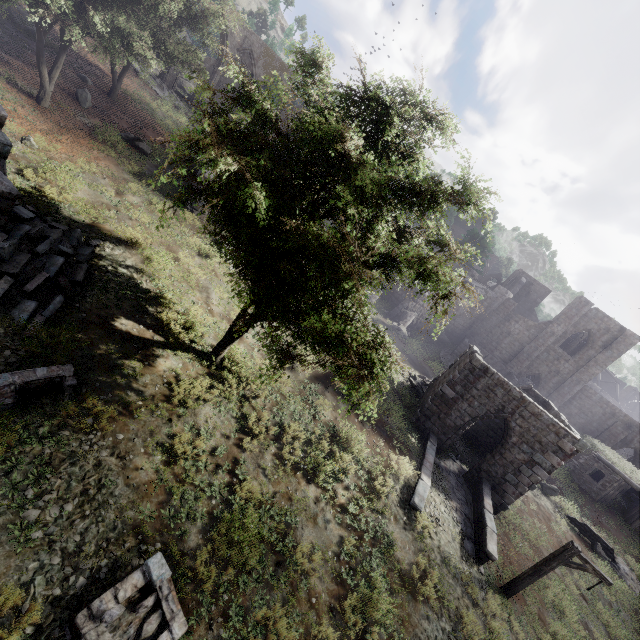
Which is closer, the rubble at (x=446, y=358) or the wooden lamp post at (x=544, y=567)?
the wooden lamp post at (x=544, y=567)

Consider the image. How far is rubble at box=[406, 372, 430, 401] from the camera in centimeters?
2109cm

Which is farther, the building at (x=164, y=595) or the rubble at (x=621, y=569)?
the rubble at (x=621, y=569)

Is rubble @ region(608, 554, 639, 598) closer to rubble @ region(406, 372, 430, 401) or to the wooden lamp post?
rubble @ region(406, 372, 430, 401)

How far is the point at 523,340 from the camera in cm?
3278

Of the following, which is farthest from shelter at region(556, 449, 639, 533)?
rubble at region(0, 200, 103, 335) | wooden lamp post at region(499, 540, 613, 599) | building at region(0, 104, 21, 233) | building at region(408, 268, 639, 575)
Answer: rubble at region(0, 200, 103, 335)

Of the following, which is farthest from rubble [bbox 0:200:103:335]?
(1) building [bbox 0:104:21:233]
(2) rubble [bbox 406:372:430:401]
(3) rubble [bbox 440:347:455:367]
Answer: (3) rubble [bbox 440:347:455:367]

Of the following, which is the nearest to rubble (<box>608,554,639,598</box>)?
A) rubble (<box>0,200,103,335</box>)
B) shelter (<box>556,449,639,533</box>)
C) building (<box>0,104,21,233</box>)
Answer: shelter (<box>556,449,639,533</box>)
